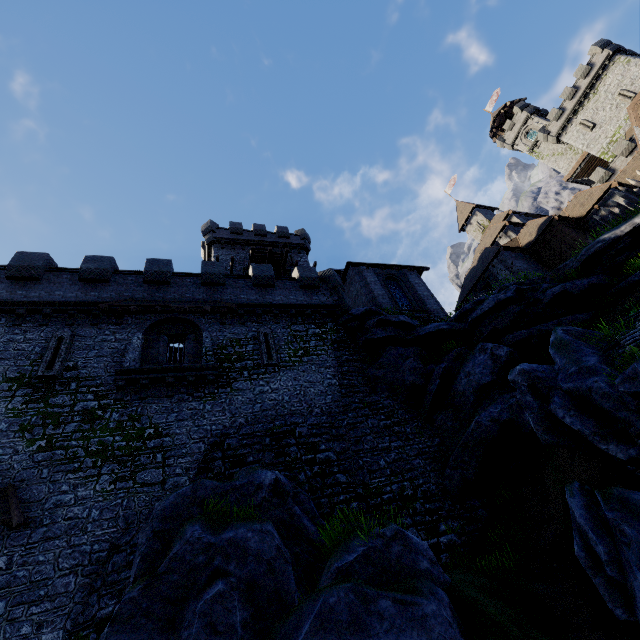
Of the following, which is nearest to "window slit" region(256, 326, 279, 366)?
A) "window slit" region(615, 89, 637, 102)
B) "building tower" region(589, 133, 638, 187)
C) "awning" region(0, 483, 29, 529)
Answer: "awning" region(0, 483, 29, 529)

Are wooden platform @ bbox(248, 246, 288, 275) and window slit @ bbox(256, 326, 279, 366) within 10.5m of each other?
no

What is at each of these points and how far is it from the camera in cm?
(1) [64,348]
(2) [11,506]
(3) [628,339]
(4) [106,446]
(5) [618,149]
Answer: (1) window slit, 1421
(2) awning, 962
(3) stairs, 849
(4) building tower, 1195
(5) building tower, 3503

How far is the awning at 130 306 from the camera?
15.4 meters

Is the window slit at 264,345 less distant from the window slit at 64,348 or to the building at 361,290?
the building at 361,290

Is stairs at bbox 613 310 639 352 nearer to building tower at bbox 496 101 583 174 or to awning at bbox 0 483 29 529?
awning at bbox 0 483 29 529

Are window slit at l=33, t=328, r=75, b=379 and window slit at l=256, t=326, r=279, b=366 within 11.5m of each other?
yes

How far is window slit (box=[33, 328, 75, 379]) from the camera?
13.3 meters
